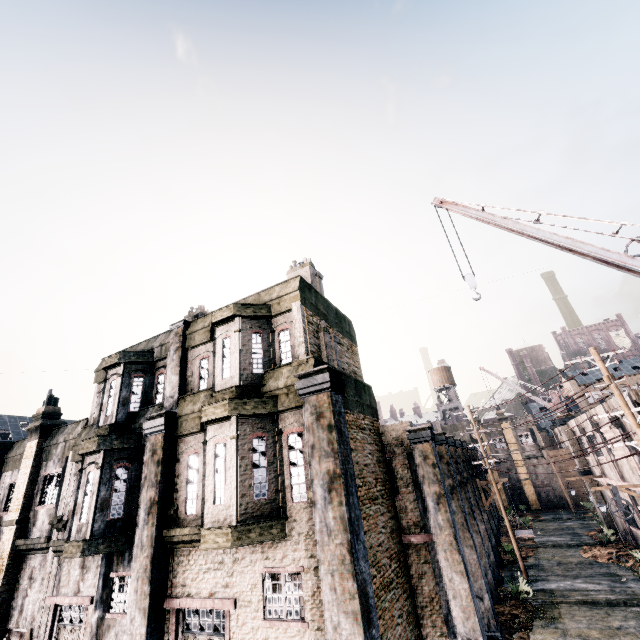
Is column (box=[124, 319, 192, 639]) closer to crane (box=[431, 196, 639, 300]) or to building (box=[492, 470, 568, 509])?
crane (box=[431, 196, 639, 300])

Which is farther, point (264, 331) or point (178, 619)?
point (264, 331)

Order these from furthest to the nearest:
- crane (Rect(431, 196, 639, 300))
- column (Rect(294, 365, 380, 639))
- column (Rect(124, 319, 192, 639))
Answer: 1. column (Rect(124, 319, 192, 639))
2. crane (Rect(431, 196, 639, 300))
3. column (Rect(294, 365, 380, 639))

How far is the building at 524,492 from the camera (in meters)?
40.97

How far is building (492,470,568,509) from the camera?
41.0m

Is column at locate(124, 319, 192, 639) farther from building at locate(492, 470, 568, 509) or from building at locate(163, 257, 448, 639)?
building at locate(492, 470, 568, 509)

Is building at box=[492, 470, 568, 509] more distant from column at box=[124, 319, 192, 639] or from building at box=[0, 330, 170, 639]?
column at box=[124, 319, 192, 639]

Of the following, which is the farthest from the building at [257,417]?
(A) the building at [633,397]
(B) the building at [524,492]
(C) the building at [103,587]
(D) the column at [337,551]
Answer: (B) the building at [524,492]
